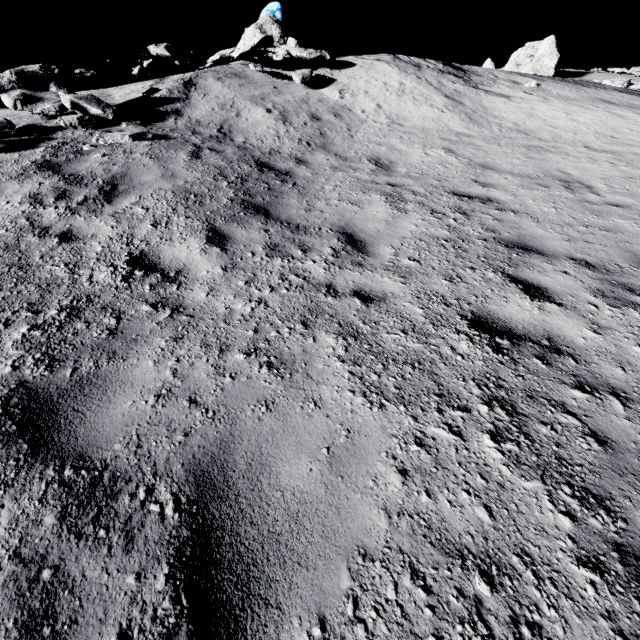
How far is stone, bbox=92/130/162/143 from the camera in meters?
7.0

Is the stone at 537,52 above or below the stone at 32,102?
above

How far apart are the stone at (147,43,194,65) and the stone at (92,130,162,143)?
6.1 meters

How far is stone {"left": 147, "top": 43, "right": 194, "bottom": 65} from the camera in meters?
11.2

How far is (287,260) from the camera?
4.3m

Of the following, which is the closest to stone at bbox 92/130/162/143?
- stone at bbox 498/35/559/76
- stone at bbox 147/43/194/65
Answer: stone at bbox 147/43/194/65

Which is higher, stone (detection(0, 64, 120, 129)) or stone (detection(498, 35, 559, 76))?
stone (detection(498, 35, 559, 76))

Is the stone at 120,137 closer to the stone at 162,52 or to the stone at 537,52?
the stone at 162,52
